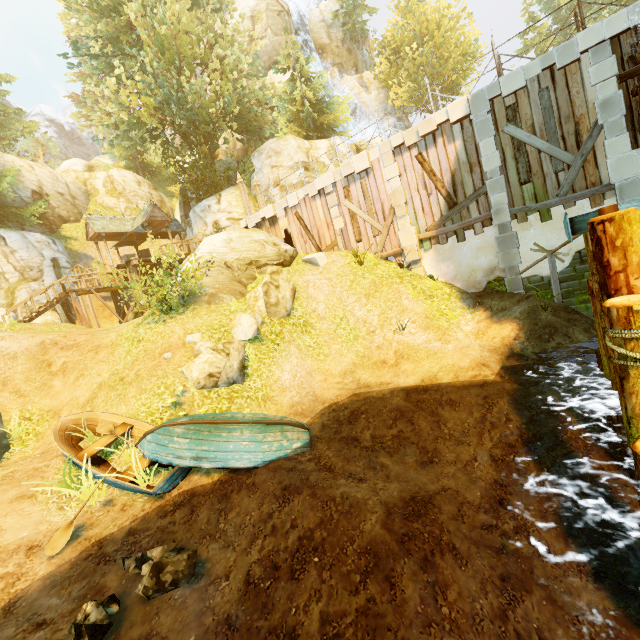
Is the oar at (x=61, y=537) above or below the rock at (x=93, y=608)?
above

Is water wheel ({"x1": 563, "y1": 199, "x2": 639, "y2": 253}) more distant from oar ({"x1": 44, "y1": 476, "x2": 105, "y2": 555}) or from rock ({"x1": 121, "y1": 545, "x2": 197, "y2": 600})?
oar ({"x1": 44, "y1": 476, "x2": 105, "y2": 555})

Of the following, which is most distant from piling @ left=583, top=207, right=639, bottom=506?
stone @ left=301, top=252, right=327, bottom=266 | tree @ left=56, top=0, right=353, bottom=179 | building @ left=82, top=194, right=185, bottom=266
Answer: building @ left=82, top=194, right=185, bottom=266

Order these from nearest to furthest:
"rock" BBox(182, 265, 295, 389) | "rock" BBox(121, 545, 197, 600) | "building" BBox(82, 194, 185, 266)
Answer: "rock" BBox(121, 545, 197, 600), "rock" BBox(182, 265, 295, 389), "building" BBox(82, 194, 185, 266)

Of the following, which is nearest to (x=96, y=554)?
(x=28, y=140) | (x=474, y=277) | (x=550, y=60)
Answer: (x=474, y=277)

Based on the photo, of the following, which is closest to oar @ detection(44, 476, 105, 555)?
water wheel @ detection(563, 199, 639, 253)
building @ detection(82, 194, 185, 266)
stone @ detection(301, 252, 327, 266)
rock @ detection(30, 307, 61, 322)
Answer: water wheel @ detection(563, 199, 639, 253)

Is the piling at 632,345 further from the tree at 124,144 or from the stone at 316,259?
the tree at 124,144

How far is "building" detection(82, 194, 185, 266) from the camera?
23.8 meters
